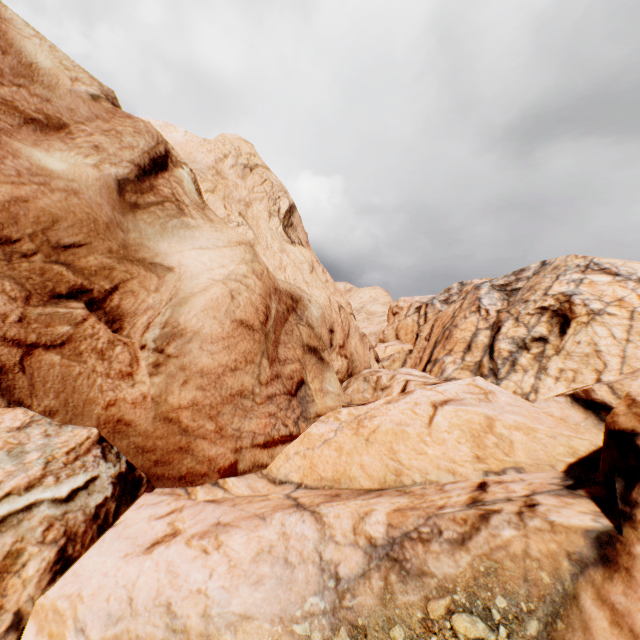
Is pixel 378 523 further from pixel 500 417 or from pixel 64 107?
pixel 64 107
